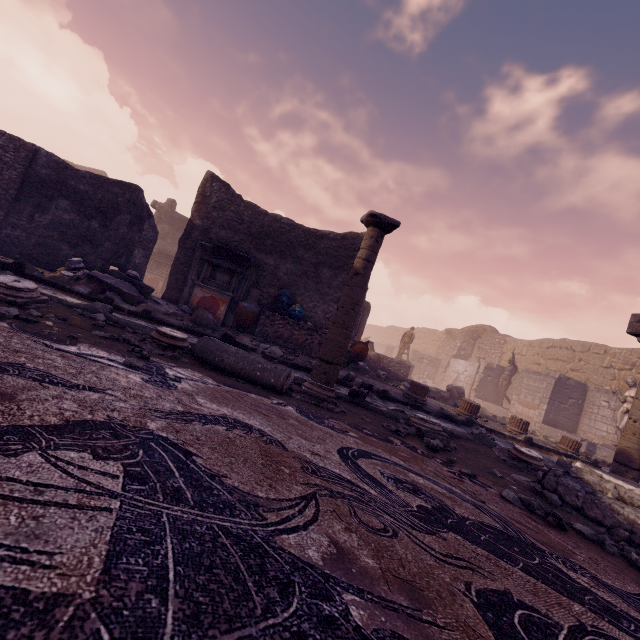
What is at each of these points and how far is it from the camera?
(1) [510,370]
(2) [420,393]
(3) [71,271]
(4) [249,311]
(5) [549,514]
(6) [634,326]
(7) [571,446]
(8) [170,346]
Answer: (1) sculpture, 17.22m
(2) column base, 8.07m
(3) debris pile, 6.94m
(4) vase, 8.88m
(5) stone, 2.58m
(6) entablature, 5.06m
(7) column base, 8.83m
(8) column base, 3.59m

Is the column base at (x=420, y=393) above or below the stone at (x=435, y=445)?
above

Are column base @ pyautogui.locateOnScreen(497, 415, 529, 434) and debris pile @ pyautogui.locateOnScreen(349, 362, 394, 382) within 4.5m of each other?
yes

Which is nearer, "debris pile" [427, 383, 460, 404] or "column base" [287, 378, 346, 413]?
"column base" [287, 378, 346, 413]

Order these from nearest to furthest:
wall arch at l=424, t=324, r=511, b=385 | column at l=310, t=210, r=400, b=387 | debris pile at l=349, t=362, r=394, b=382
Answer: column at l=310, t=210, r=400, b=387
debris pile at l=349, t=362, r=394, b=382
wall arch at l=424, t=324, r=511, b=385

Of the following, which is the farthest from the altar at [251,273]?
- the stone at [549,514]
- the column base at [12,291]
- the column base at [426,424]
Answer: the stone at [549,514]

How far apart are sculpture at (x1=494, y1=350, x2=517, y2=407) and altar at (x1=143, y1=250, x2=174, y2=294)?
18.4m

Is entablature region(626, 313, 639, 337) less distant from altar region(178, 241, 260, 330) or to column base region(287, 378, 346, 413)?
column base region(287, 378, 346, 413)
